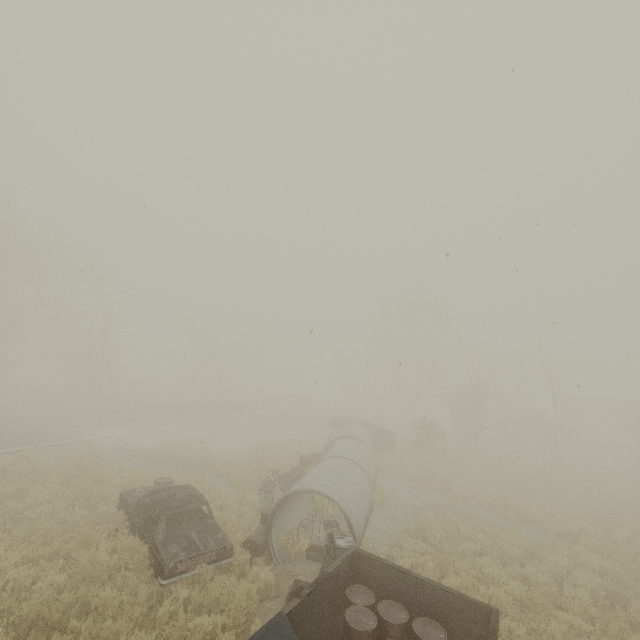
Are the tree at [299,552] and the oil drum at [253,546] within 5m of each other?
yes

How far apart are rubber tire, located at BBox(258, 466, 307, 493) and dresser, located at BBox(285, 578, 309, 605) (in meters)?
5.35

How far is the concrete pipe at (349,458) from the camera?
8.5 meters

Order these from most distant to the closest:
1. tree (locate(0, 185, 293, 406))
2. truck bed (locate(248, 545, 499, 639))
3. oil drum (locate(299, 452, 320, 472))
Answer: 1. tree (locate(0, 185, 293, 406))
2. oil drum (locate(299, 452, 320, 472))
3. truck bed (locate(248, 545, 499, 639))

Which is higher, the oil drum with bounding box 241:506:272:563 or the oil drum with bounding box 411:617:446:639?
the oil drum with bounding box 411:617:446:639

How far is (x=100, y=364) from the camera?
29.8 meters

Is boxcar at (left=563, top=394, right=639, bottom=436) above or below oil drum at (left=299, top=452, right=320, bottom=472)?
above

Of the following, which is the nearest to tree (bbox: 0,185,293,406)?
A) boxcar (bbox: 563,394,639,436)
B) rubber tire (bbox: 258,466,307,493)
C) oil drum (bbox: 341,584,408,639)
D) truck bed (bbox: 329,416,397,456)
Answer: truck bed (bbox: 329,416,397,456)
